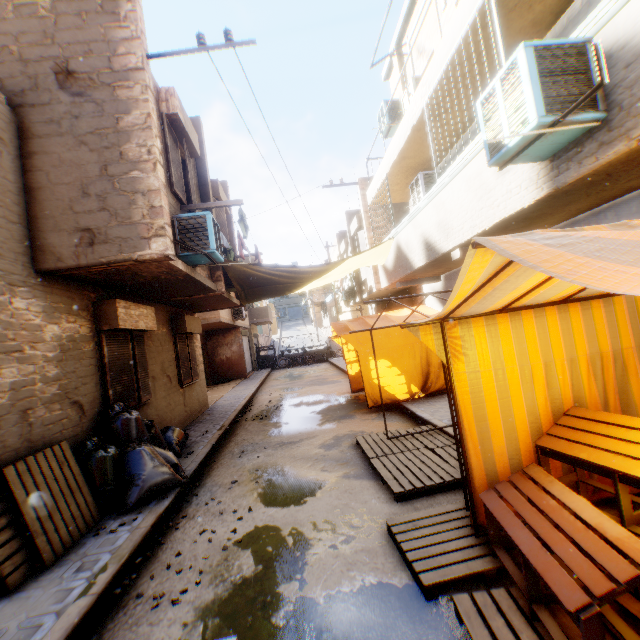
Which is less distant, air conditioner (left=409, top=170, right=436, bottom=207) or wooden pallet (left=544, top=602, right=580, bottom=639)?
wooden pallet (left=544, top=602, right=580, bottom=639)

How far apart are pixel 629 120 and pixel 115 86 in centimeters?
657cm

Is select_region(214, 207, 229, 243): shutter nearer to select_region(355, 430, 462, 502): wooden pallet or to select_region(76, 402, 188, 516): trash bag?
select_region(76, 402, 188, 516): trash bag

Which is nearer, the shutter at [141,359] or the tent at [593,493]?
the tent at [593,493]

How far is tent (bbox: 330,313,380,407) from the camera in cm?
868

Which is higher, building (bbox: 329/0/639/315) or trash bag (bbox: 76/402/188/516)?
building (bbox: 329/0/639/315)

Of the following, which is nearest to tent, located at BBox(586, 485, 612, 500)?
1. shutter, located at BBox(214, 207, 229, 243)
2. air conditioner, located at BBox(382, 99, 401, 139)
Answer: shutter, located at BBox(214, 207, 229, 243)

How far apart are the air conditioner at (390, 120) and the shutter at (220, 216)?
3.72m
